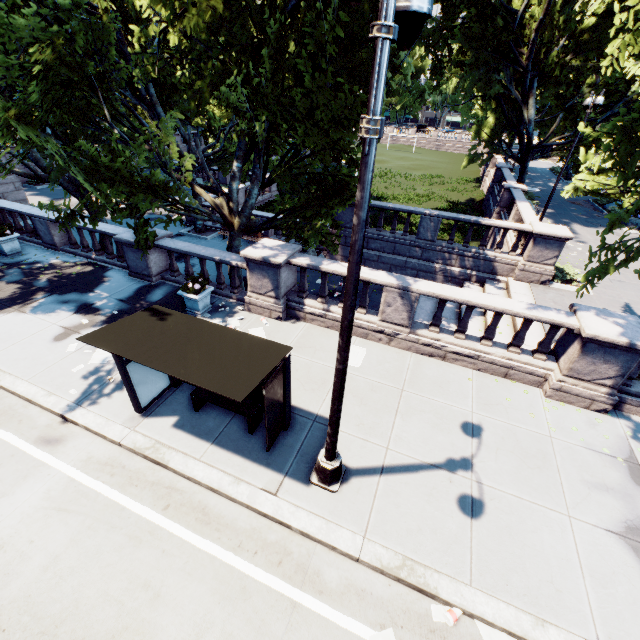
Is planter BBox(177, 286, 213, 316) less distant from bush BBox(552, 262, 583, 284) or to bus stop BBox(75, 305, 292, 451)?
bus stop BBox(75, 305, 292, 451)

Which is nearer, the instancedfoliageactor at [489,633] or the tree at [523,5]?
the instancedfoliageactor at [489,633]

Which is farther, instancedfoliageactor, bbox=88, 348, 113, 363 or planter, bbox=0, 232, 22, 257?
planter, bbox=0, 232, 22, 257

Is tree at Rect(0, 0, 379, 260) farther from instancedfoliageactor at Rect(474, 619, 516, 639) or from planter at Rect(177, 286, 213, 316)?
instancedfoliageactor at Rect(474, 619, 516, 639)

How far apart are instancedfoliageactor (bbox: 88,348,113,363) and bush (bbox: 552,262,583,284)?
17.19m

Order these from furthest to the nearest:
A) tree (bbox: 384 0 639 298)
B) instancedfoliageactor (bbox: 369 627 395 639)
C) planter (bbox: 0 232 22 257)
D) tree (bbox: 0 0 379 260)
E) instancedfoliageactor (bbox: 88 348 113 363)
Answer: planter (bbox: 0 232 22 257)
instancedfoliageactor (bbox: 88 348 113 363)
tree (bbox: 0 0 379 260)
tree (bbox: 384 0 639 298)
instancedfoliageactor (bbox: 369 627 395 639)

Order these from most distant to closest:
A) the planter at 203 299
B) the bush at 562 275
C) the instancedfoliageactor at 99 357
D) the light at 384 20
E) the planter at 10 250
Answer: the bush at 562 275, the planter at 10 250, the planter at 203 299, the instancedfoliageactor at 99 357, the light at 384 20

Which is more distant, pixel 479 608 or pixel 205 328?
pixel 205 328
